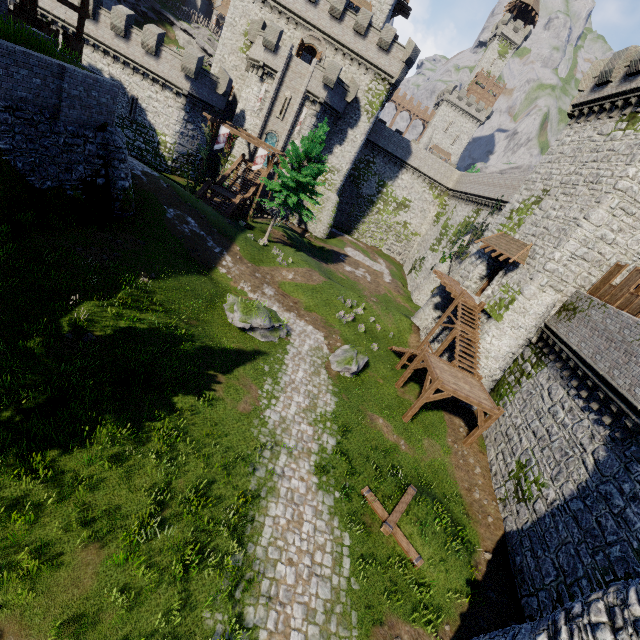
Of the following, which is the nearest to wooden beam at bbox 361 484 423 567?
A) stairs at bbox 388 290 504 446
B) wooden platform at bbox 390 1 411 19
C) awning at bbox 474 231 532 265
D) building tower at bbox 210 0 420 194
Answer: stairs at bbox 388 290 504 446

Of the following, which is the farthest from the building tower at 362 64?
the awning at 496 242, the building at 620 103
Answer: the awning at 496 242

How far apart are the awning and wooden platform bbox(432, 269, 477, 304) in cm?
309

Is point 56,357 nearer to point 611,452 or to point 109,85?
point 109,85

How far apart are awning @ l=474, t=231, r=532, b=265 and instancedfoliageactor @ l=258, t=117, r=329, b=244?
15.4m

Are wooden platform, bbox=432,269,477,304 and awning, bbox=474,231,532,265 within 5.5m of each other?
yes

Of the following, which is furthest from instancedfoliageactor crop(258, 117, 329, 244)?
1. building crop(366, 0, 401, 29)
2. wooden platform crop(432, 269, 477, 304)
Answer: building crop(366, 0, 401, 29)

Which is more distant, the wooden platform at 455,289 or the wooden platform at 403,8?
the wooden platform at 403,8
